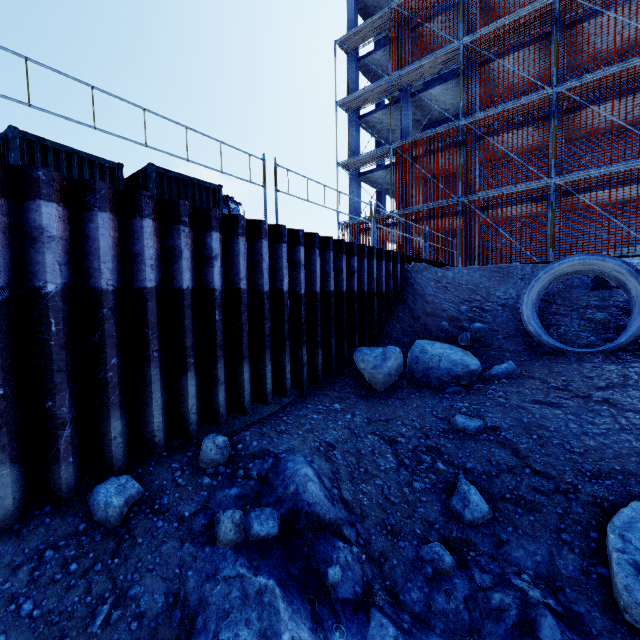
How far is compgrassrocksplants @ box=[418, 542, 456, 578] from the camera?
3.50m

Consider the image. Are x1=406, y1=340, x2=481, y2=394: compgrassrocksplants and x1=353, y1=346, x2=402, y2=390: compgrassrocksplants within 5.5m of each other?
yes

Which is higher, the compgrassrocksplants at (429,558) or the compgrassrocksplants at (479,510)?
the compgrassrocksplants at (479,510)

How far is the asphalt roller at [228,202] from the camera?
14.9m

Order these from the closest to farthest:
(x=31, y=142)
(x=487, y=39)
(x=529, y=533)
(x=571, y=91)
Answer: (x=529, y=533)
(x=31, y=142)
(x=571, y=91)
(x=487, y=39)

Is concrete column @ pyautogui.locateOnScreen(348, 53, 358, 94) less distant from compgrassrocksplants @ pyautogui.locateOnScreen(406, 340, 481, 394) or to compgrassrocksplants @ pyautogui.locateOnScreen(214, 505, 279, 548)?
compgrassrocksplants @ pyautogui.locateOnScreen(406, 340, 481, 394)

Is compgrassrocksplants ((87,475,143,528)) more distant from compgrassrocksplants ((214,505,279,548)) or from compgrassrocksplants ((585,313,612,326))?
compgrassrocksplants ((585,313,612,326))

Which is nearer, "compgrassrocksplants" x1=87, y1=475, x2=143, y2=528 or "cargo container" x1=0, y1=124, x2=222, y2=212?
"compgrassrocksplants" x1=87, y1=475, x2=143, y2=528
